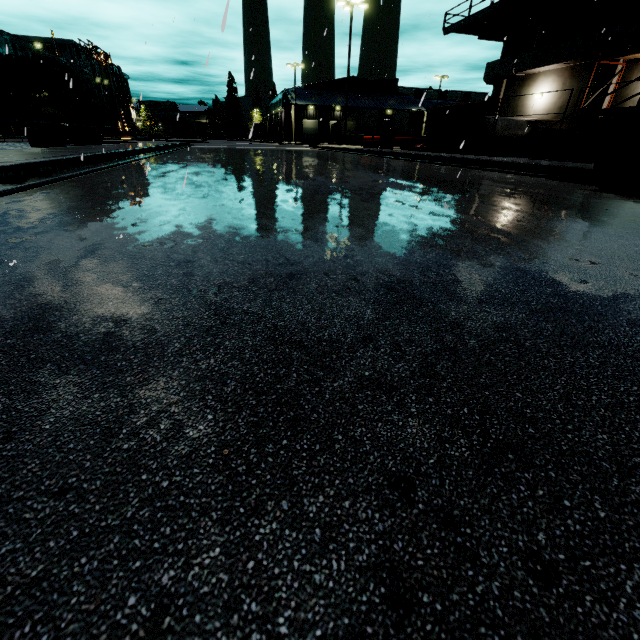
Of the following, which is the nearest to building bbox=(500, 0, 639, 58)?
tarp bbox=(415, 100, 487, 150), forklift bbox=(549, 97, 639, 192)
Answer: tarp bbox=(415, 100, 487, 150)

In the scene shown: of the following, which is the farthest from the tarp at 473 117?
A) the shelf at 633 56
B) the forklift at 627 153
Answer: the shelf at 633 56

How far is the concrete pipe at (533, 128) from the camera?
17.28m

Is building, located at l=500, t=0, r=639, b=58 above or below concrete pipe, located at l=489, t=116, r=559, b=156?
above

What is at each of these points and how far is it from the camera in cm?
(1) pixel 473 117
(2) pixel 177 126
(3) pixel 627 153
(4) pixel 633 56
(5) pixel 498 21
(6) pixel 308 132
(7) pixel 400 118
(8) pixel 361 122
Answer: (1) tarp, 1459
(2) semi trailer, 5900
(3) forklift, 544
(4) shelf, 1506
(5) balcony, 2139
(6) roll-up door, 5884
(7) semi trailer, 4709
(8) semi trailer, 4581

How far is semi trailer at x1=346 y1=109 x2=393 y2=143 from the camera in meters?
45.6 m

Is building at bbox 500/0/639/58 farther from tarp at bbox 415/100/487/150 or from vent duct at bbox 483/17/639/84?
tarp at bbox 415/100/487/150

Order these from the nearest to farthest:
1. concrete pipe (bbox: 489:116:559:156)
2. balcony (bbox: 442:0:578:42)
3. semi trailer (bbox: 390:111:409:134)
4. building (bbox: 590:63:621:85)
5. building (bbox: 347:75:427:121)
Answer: building (bbox: 590:63:621:85), concrete pipe (bbox: 489:116:559:156), balcony (bbox: 442:0:578:42), semi trailer (bbox: 390:111:409:134), building (bbox: 347:75:427:121)
